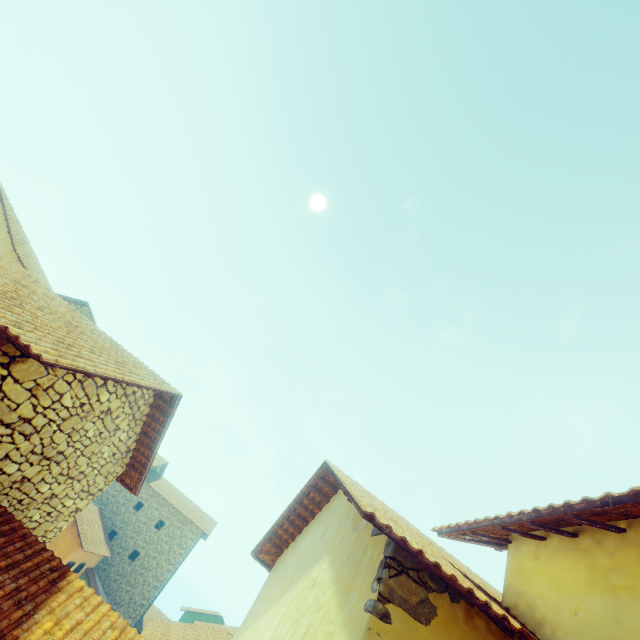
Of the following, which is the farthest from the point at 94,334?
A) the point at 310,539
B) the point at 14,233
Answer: the point at 14,233
